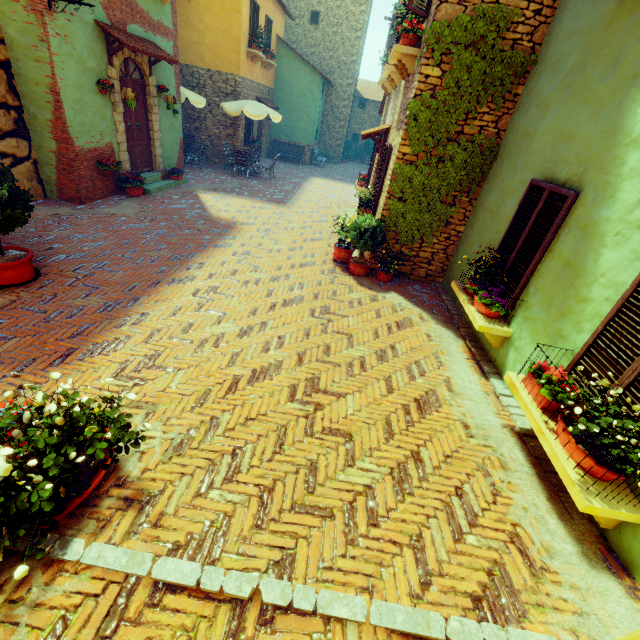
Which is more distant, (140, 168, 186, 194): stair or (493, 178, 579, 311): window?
(140, 168, 186, 194): stair

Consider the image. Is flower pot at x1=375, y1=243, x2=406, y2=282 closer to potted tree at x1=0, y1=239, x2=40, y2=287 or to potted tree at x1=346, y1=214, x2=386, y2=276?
potted tree at x1=346, y1=214, x2=386, y2=276

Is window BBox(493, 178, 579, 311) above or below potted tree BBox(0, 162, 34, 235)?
above

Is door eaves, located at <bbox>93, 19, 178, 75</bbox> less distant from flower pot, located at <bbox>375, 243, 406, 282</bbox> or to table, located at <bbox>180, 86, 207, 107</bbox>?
table, located at <bbox>180, 86, 207, 107</bbox>

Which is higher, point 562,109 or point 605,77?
point 605,77

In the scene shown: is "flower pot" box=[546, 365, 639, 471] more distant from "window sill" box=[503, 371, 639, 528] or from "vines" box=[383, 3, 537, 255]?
"vines" box=[383, 3, 537, 255]

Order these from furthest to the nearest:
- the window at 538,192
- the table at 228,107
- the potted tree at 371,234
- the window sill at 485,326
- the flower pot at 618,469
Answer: the table at 228,107
the potted tree at 371,234
the window sill at 485,326
the window at 538,192
the flower pot at 618,469

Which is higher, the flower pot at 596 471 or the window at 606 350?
A: the window at 606 350
